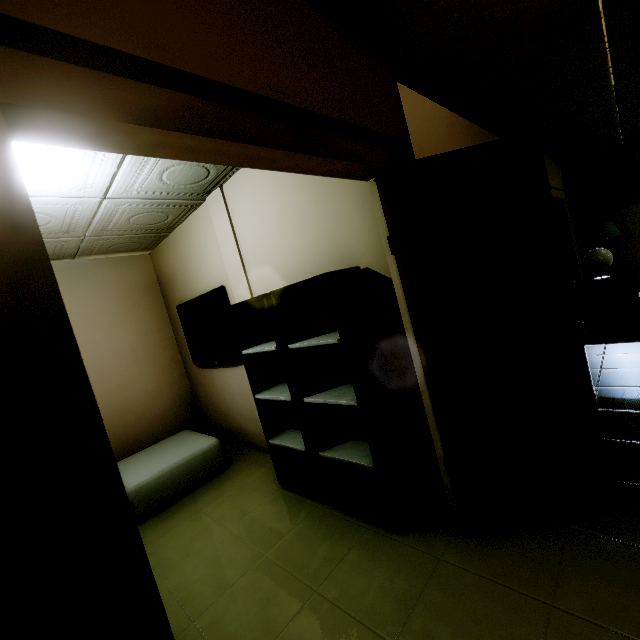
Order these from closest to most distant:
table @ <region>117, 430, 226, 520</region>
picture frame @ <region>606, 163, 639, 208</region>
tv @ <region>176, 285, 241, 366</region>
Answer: table @ <region>117, 430, 226, 520</region>, tv @ <region>176, 285, 241, 366</region>, picture frame @ <region>606, 163, 639, 208</region>

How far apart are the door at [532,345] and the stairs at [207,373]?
1.4m

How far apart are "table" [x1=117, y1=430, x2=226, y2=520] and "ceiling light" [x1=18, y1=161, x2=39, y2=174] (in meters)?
2.57

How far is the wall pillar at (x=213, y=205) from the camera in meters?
3.0 m

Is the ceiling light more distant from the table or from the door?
the table

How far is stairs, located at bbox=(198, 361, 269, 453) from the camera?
3.6m

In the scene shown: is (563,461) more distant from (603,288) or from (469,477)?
(603,288)

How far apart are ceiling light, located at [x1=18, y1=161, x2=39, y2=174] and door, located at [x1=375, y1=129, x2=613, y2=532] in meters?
2.0
